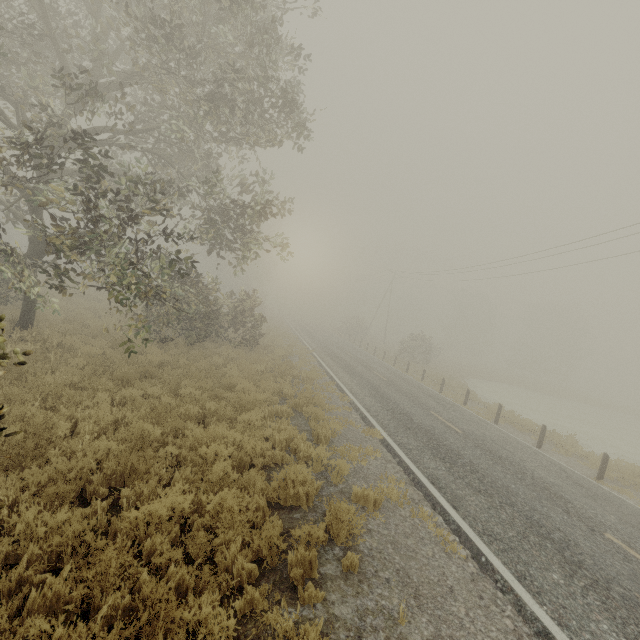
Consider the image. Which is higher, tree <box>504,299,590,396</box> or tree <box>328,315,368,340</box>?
tree <box>504,299,590,396</box>

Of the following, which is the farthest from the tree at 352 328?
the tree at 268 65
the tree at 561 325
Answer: the tree at 561 325

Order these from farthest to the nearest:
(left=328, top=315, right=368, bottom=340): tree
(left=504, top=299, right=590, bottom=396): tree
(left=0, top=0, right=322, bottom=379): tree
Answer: (left=504, top=299, right=590, bottom=396): tree
(left=328, top=315, right=368, bottom=340): tree
(left=0, top=0, right=322, bottom=379): tree

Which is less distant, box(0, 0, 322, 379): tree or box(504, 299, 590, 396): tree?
box(0, 0, 322, 379): tree

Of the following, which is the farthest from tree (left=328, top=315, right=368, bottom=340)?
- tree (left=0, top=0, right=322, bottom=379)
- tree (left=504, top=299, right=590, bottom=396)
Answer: tree (left=504, top=299, right=590, bottom=396)

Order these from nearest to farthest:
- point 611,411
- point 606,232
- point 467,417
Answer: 1. point 467,417
2. point 606,232
3. point 611,411

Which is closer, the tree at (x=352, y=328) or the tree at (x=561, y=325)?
the tree at (x=352, y=328)
